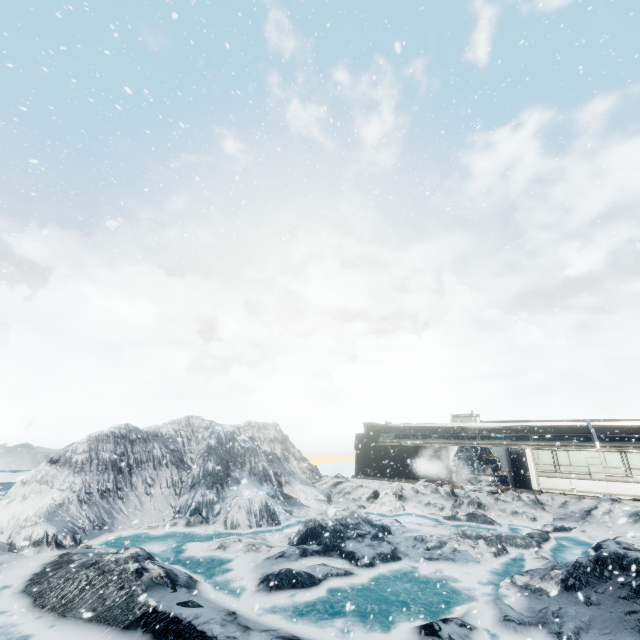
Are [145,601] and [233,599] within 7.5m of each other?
yes
